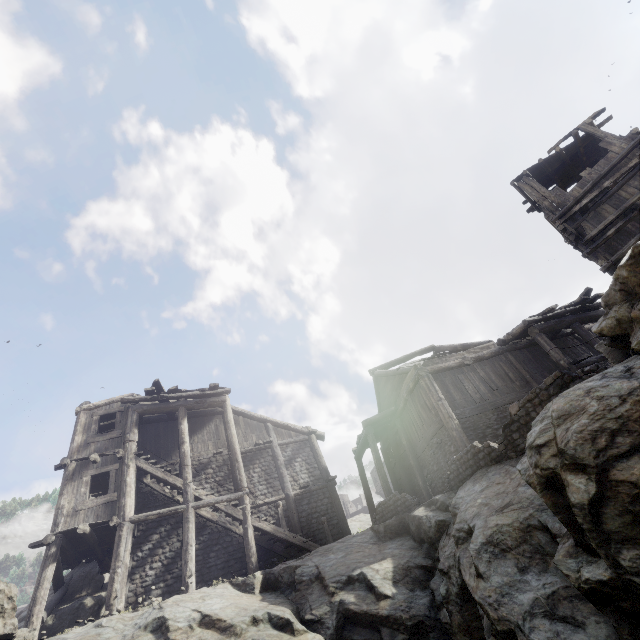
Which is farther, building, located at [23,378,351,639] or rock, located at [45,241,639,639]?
building, located at [23,378,351,639]

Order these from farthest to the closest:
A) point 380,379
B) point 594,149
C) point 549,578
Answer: point 380,379 < point 594,149 < point 549,578

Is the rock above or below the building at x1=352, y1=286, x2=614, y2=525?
below

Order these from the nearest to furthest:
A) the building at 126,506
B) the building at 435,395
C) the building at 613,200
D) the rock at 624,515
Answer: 1. the rock at 624,515
2. the building at 613,200
3. the building at 126,506
4. the building at 435,395

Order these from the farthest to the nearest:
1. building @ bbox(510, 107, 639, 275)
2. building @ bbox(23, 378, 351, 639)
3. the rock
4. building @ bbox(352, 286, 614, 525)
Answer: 1. building @ bbox(352, 286, 614, 525)
2. building @ bbox(23, 378, 351, 639)
3. building @ bbox(510, 107, 639, 275)
4. the rock

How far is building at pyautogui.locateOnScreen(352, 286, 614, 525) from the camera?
14.2 meters

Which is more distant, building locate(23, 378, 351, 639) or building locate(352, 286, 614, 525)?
building locate(352, 286, 614, 525)

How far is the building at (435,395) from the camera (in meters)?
14.21
